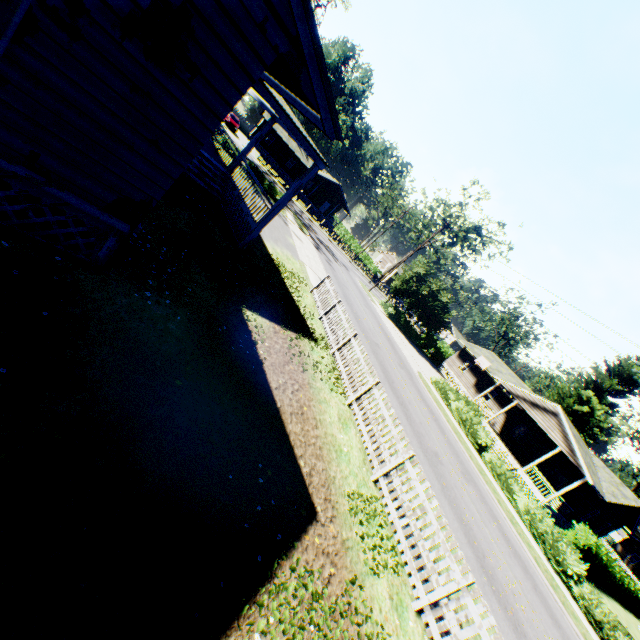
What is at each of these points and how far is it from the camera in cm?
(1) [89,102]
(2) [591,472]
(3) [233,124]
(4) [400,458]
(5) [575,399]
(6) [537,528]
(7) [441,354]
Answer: (1) house, 404
(2) house, 2508
(3) car, 4081
(4) fence, 778
(5) plant, 4109
(6) hedge, 1727
(7) hedge, 4319

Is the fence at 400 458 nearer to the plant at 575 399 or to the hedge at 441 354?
the plant at 575 399

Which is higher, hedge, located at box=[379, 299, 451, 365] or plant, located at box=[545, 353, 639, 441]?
plant, located at box=[545, 353, 639, 441]

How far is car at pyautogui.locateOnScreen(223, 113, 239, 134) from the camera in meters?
40.6 m

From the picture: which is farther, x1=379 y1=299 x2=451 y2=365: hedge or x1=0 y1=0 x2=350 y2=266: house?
x1=379 y1=299 x2=451 y2=365: hedge

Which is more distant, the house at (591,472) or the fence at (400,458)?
the house at (591,472)

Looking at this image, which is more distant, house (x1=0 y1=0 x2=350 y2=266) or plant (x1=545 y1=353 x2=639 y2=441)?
plant (x1=545 y1=353 x2=639 y2=441)

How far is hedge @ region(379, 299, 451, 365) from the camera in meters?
37.2
